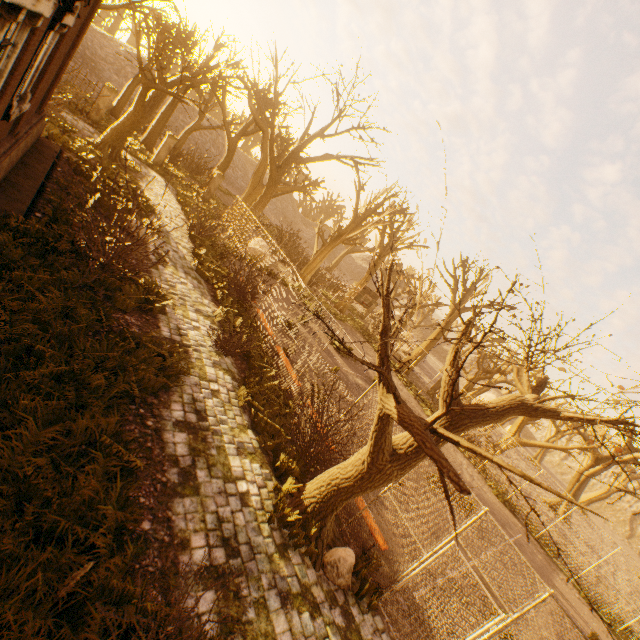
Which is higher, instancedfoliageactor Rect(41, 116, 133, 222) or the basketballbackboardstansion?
the basketballbackboardstansion

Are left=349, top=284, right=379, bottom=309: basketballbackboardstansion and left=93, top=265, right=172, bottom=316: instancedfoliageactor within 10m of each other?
no

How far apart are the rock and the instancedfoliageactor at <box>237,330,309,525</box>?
2.0m

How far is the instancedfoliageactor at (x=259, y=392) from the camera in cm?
651

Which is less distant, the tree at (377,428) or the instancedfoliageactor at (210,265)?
the tree at (377,428)

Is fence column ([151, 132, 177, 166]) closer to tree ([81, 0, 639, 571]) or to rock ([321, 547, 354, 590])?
tree ([81, 0, 639, 571])

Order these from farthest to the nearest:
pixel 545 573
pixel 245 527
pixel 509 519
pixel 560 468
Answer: pixel 560 468
pixel 509 519
pixel 545 573
pixel 245 527

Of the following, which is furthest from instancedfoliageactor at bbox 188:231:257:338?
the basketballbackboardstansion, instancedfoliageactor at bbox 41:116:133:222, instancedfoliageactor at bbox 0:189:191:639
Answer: the basketballbackboardstansion
